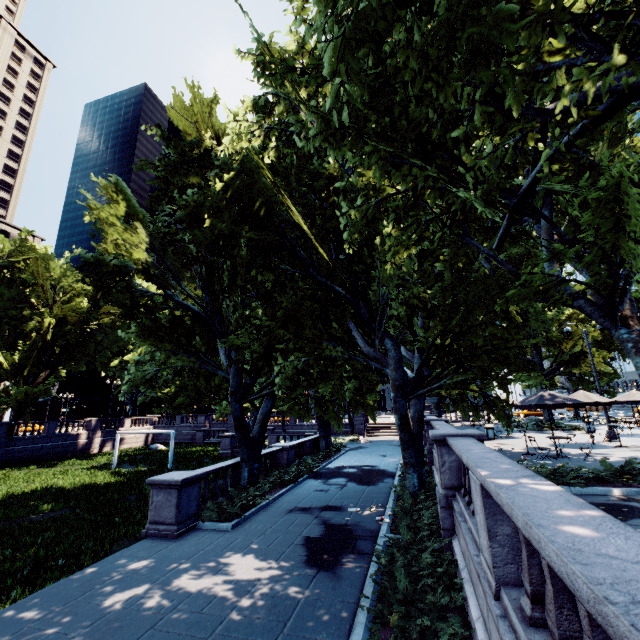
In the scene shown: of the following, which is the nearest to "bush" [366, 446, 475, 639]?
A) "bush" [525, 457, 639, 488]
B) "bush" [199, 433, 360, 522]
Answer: "bush" [525, 457, 639, 488]

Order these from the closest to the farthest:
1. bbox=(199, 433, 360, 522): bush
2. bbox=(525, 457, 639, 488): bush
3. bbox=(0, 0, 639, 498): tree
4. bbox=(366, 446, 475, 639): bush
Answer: bbox=(366, 446, 475, 639): bush → bbox=(0, 0, 639, 498): tree → bbox=(525, 457, 639, 488): bush → bbox=(199, 433, 360, 522): bush

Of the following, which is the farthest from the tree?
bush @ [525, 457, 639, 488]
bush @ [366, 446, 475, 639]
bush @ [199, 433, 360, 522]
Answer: bush @ [366, 446, 475, 639]

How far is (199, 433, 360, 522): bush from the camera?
11.9 meters

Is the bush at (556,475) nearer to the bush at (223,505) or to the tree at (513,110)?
the tree at (513,110)

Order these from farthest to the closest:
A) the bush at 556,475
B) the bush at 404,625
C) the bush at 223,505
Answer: the bush at 223,505 < the bush at 556,475 < the bush at 404,625

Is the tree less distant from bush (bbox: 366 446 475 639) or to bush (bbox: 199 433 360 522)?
bush (bbox: 199 433 360 522)

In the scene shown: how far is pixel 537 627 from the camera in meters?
3.3 m
